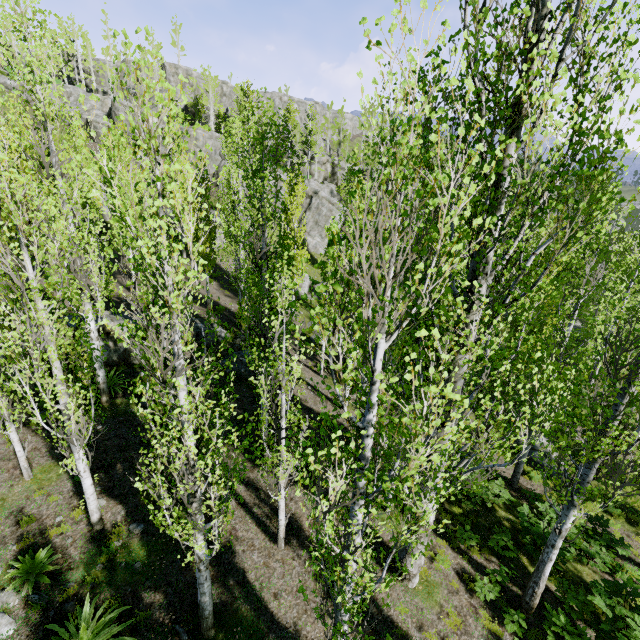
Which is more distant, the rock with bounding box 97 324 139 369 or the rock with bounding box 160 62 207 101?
the rock with bounding box 160 62 207 101

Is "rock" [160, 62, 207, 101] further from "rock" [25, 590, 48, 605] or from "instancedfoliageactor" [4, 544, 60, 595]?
"rock" [25, 590, 48, 605]

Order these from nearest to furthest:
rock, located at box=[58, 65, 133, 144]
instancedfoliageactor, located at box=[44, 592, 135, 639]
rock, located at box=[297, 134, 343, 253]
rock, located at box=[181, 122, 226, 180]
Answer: instancedfoliageactor, located at box=[44, 592, 135, 639], rock, located at box=[297, 134, 343, 253], rock, located at box=[181, 122, 226, 180], rock, located at box=[58, 65, 133, 144]

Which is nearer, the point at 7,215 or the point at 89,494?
the point at 7,215

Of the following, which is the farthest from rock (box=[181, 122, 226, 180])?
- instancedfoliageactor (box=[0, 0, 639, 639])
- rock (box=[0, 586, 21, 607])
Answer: rock (box=[0, 586, 21, 607])

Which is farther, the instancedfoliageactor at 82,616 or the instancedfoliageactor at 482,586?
the instancedfoliageactor at 482,586

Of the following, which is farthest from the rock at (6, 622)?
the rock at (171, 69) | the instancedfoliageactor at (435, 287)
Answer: the rock at (171, 69)

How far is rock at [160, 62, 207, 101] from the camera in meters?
55.6 m
